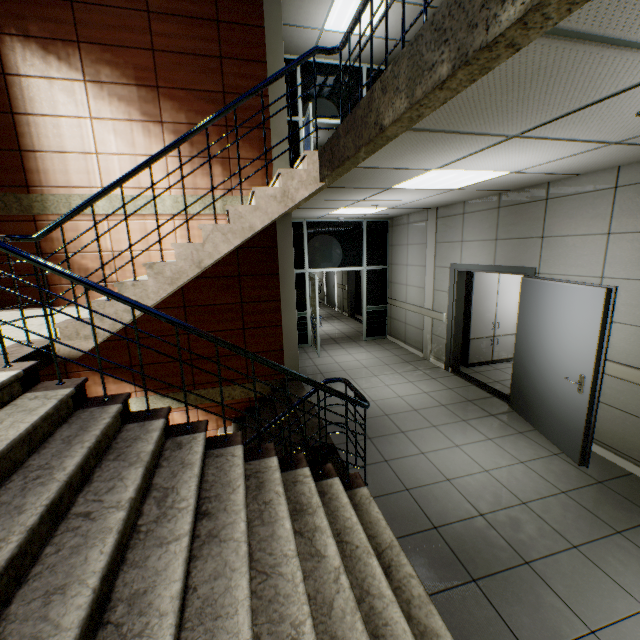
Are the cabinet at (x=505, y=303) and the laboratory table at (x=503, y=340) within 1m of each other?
yes

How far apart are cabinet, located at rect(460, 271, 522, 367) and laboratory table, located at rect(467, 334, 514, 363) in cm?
2

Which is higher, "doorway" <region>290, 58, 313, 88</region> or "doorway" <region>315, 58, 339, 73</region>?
"doorway" <region>315, 58, 339, 73</region>

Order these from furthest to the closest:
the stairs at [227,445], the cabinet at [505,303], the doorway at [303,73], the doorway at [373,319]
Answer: the doorway at [373,319]
the doorway at [303,73]
the cabinet at [505,303]
the stairs at [227,445]

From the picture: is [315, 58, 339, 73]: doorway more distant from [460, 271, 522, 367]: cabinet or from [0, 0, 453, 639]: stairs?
[460, 271, 522, 367]: cabinet

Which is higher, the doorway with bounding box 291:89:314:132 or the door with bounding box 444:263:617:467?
the doorway with bounding box 291:89:314:132

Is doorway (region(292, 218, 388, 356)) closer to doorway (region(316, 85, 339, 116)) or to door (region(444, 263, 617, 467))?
doorway (region(316, 85, 339, 116))

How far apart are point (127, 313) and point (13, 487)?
1.8m
